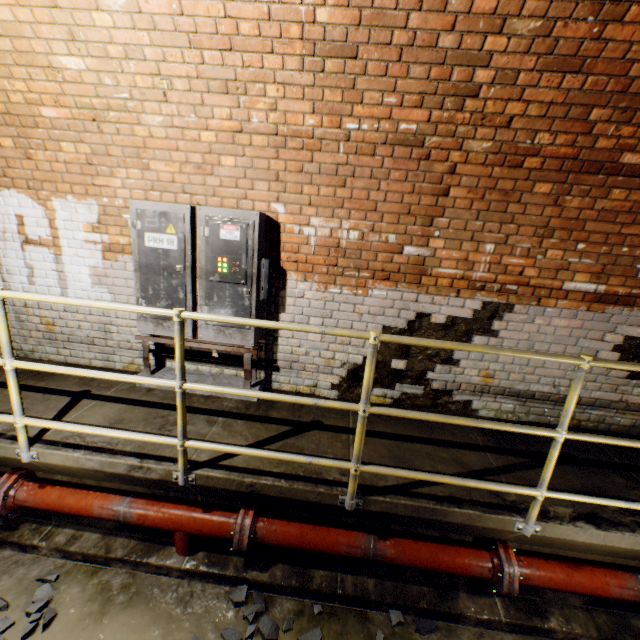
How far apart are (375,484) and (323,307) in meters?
1.7 m

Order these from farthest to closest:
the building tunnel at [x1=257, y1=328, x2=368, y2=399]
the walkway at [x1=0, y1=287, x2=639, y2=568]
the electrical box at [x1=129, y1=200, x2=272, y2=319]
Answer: the building tunnel at [x1=257, y1=328, x2=368, y2=399] < the electrical box at [x1=129, y1=200, x2=272, y2=319] < the walkway at [x1=0, y1=287, x2=639, y2=568]

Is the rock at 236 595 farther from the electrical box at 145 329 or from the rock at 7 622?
the electrical box at 145 329

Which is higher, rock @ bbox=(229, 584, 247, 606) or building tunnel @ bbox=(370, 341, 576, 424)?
building tunnel @ bbox=(370, 341, 576, 424)

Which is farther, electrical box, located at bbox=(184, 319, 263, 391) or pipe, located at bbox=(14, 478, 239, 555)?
electrical box, located at bbox=(184, 319, 263, 391)

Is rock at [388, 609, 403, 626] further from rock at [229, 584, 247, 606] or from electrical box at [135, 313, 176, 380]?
electrical box at [135, 313, 176, 380]

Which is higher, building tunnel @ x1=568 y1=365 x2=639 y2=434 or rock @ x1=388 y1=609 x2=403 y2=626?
building tunnel @ x1=568 y1=365 x2=639 y2=434

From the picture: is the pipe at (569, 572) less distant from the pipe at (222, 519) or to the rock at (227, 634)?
the rock at (227, 634)
